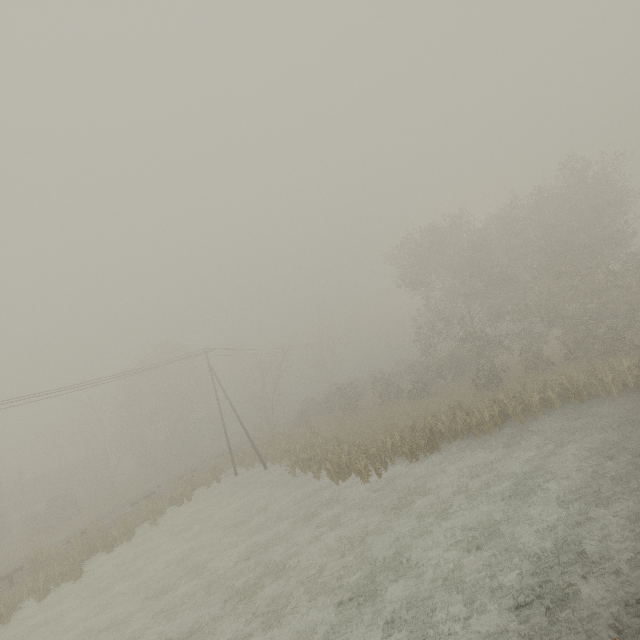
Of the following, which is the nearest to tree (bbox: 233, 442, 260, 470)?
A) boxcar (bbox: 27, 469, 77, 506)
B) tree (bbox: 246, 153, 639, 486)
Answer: tree (bbox: 246, 153, 639, 486)

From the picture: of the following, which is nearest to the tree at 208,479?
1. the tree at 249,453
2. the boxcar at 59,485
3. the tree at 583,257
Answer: the tree at 249,453

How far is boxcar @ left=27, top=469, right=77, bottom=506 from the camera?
46.3 meters

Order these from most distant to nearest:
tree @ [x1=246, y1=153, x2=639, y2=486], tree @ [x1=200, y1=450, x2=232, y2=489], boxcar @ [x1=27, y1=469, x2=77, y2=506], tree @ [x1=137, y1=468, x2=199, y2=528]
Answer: boxcar @ [x1=27, y1=469, x2=77, y2=506] < tree @ [x1=200, y1=450, x2=232, y2=489] < tree @ [x1=137, y1=468, x2=199, y2=528] < tree @ [x1=246, y1=153, x2=639, y2=486]

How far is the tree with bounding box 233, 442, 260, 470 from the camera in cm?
3097

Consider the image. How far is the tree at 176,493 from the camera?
25.6 meters

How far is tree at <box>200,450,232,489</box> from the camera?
29.6m

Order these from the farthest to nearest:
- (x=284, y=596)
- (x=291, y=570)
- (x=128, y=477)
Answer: (x=128, y=477) < (x=291, y=570) < (x=284, y=596)
